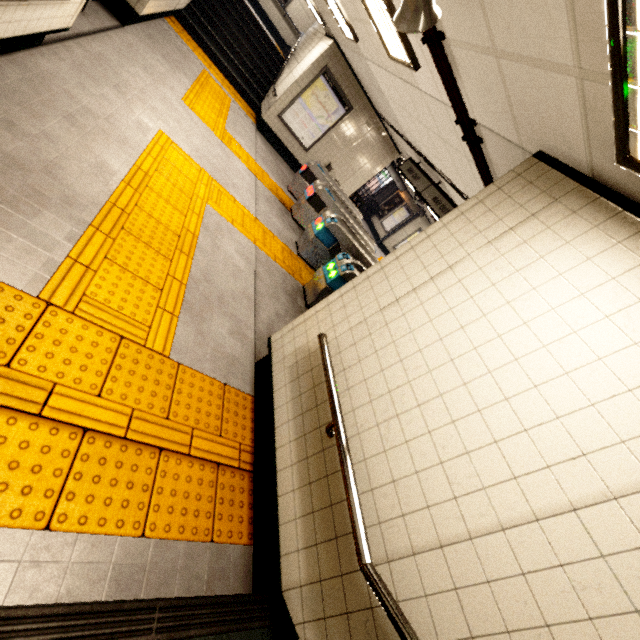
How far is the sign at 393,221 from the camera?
17.84m

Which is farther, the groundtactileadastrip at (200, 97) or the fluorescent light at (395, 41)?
the groundtactileadastrip at (200, 97)

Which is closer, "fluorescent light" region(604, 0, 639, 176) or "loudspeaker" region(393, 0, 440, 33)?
"fluorescent light" region(604, 0, 639, 176)

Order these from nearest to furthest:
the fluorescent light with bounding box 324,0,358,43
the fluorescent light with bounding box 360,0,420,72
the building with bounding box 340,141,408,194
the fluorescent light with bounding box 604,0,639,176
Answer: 1. the fluorescent light with bounding box 604,0,639,176
2. the fluorescent light with bounding box 360,0,420,72
3. the fluorescent light with bounding box 324,0,358,43
4. the building with bounding box 340,141,408,194

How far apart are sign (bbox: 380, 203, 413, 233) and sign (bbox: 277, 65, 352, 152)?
9.25m

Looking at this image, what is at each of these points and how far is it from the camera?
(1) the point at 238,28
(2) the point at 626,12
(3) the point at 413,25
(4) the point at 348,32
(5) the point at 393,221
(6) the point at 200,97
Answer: (1) stairs, 10.1 meters
(2) fluorescent light, 1.1 meters
(3) loudspeaker, 2.0 meters
(4) fluorescent light, 5.8 meters
(5) sign, 18.3 meters
(6) groundtactileadastrip, 6.7 meters

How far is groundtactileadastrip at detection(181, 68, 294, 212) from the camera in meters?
6.2

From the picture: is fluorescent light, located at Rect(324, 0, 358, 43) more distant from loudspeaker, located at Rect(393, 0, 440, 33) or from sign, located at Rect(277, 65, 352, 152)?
loudspeaker, located at Rect(393, 0, 440, 33)
